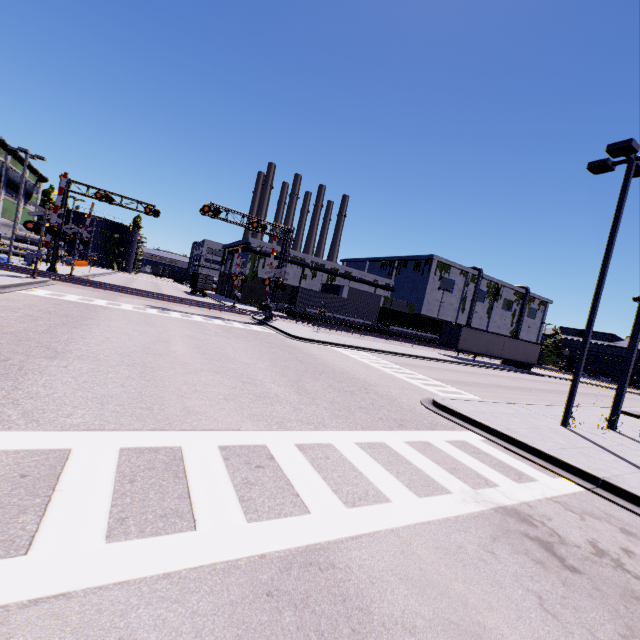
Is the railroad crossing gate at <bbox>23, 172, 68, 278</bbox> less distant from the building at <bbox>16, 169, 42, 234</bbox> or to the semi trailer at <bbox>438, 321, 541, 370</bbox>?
the building at <bbox>16, 169, 42, 234</bbox>

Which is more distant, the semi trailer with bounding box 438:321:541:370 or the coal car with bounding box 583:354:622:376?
the coal car with bounding box 583:354:622:376

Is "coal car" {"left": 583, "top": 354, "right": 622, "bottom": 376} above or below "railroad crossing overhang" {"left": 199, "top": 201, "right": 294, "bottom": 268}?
below

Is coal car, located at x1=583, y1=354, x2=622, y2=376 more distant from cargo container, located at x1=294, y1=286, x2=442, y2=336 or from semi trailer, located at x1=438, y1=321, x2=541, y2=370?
cargo container, located at x1=294, y1=286, x2=442, y2=336

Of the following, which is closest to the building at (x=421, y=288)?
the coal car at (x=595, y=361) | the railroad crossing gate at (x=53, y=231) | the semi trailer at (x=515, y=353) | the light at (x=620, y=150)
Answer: the semi trailer at (x=515, y=353)

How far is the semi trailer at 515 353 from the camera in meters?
35.1 m

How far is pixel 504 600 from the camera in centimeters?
341cm

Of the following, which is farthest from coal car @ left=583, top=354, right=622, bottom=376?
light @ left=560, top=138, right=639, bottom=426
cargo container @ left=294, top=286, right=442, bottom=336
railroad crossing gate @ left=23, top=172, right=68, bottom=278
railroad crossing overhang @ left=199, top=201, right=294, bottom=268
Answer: railroad crossing gate @ left=23, top=172, right=68, bottom=278
